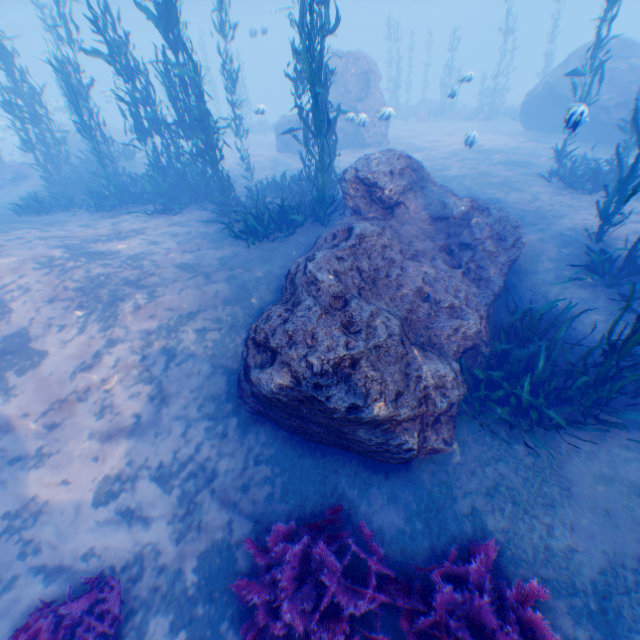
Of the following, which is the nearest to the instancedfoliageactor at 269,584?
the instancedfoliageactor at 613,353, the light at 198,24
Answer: the instancedfoliageactor at 613,353

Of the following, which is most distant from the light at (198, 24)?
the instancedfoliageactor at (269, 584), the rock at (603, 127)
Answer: → the instancedfoliageactor at (269, 584)

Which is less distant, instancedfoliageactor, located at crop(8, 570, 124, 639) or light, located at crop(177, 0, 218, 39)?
instancedfoliageactor, located at crop(8, 570, 124, 639)

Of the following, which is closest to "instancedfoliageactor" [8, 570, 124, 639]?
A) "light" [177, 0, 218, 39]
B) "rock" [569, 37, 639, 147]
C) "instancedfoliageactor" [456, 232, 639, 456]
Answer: "rock" [569, 37, 639, 147]

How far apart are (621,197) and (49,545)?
11.43m

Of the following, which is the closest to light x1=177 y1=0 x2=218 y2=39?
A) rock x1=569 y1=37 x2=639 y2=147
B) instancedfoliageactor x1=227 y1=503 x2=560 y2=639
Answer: rock x1=569 y1=37 x2=639 y2=147

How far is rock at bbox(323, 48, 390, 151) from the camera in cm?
1688

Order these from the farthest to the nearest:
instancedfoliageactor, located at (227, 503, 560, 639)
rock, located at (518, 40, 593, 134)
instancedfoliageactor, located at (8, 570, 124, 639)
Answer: rock, located at (518, 40, 593, 134)
instancedfoliageactor, located at (8, 570, 124, 639)
instancedfoliageactor, located at (227, 503, 560, 639)
